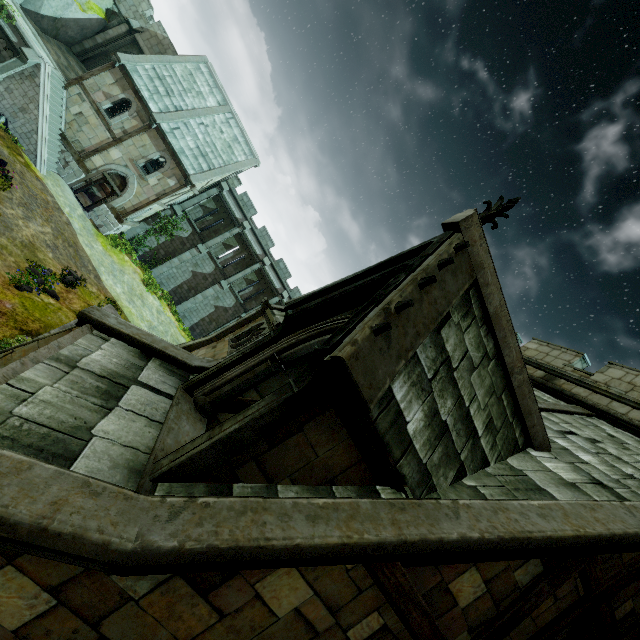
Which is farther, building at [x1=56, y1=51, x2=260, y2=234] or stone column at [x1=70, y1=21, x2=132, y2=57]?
stone column at [x1=70, y1=21, x2=132, y2=57]

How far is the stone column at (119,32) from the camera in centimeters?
2397cm

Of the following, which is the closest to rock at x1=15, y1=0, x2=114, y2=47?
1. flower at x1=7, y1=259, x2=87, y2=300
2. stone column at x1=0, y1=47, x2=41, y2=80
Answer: stone column at x1=0, y1=47, x2=41, y2=80

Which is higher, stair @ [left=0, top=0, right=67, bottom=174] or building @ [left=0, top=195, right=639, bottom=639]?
building @ [left=0, top=195, right=639, bottom=639]

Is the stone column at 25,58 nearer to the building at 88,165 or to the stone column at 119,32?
the building at 88,165

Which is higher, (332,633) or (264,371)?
(264,371)

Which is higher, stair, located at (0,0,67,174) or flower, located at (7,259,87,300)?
stair, located at (0,0,67,174)

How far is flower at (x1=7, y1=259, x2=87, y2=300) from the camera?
12.18m
